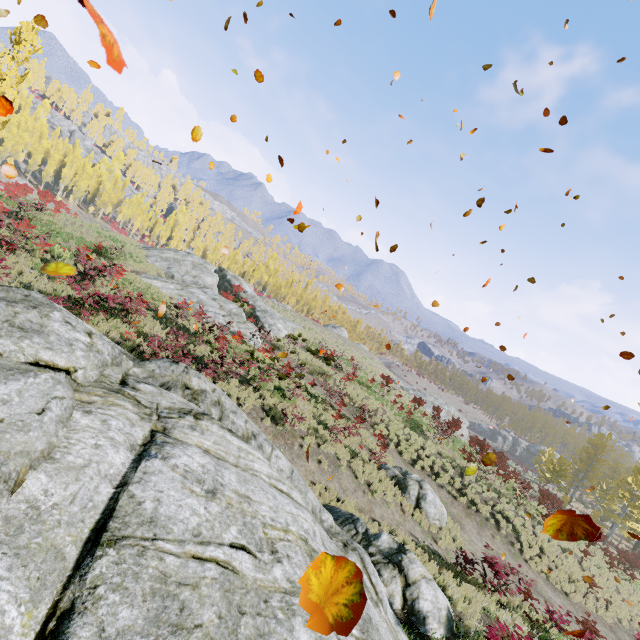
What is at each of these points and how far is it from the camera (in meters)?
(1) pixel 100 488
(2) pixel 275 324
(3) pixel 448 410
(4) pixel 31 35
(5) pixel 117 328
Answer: (1) rock, 4.18
(2) rock, 30.44
(3) rock, 44.31
(4) instancedfoliageactor, 20.98
(5) instancedfoliageactor, 13.17

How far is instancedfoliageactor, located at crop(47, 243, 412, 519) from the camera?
12.46m

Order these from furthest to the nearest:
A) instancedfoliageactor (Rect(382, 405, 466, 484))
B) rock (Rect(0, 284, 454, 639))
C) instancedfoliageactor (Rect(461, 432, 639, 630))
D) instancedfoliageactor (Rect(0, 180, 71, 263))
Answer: instancedfoliageactor (Rect(382, 405, 466, 484)) → instancedfoliageactor (Rect(461, 432, 639, 630)) → instancedfoliageactor (Rect(0, 180, 71, 263)) → rock (Rect(0, 284, 454, 639))

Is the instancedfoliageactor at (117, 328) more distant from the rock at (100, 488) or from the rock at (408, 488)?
the rock at (408, 488)

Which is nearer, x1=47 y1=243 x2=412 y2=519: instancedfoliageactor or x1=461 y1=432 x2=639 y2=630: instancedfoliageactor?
x1=47 y1=243 x2=412 y2=519: instancedfoliageactor

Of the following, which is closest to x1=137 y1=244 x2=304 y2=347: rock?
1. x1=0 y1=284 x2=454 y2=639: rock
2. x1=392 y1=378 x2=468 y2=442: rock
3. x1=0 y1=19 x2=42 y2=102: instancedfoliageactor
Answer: x1=0 y1=19 x2=42 y2=102: instancedfoliageactor
